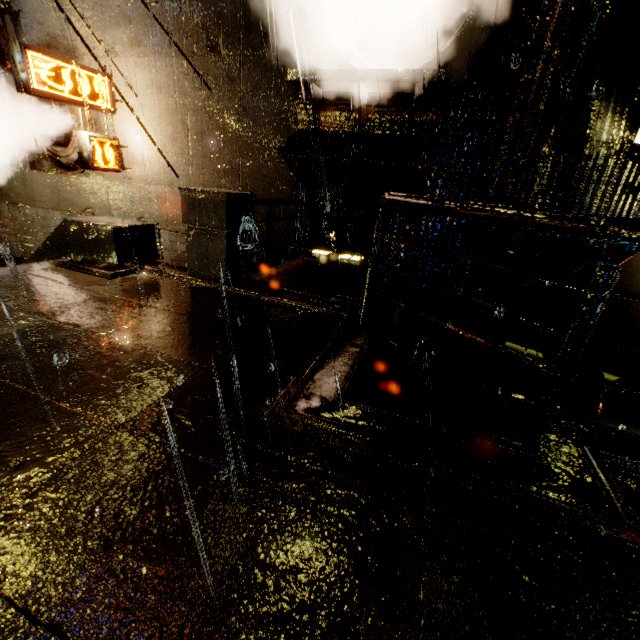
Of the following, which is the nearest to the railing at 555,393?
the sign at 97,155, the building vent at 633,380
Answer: the building vent at 633,380

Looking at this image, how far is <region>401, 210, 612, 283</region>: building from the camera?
5.9 meters

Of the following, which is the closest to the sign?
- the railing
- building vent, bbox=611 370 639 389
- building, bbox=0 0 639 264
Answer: building, bbox=0 0 639 264

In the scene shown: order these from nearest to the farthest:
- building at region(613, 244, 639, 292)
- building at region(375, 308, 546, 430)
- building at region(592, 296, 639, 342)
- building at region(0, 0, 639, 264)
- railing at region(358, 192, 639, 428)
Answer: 1. railing at region(358, 192, 639, 428)
2. building at region(375, 308, 546, 430)
3. building at region(0, 0, 639, 264)
4. building at region(592, 296, 639, 342)
5. building at region(613, 244, 639, 292)

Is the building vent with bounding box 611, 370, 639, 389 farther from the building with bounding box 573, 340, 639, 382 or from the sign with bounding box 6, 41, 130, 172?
the sign with bounding box 6, 41, 130, 172

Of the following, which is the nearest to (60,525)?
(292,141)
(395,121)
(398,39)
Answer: (292,141)

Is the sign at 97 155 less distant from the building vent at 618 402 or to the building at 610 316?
the building at 610 316
